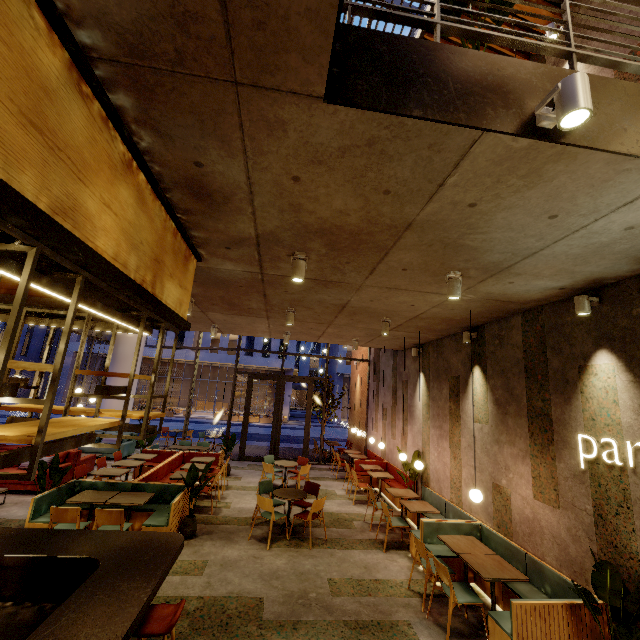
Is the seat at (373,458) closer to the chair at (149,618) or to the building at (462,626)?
the building at (462,626)

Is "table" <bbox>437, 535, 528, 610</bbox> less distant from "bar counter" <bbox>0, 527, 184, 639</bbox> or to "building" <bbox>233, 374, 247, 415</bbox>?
"bar counter" <bbox>0, 527, 184, 639</bbox>

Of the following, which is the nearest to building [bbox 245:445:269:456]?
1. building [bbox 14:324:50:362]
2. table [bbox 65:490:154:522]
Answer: table [bbox 65:490:154:522]

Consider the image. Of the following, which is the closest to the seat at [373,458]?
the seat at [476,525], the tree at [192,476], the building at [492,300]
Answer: the building at [492,300]

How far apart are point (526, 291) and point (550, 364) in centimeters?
128cm

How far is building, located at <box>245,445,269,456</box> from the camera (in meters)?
14.70

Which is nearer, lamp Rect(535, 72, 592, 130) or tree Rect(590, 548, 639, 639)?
lamp Rect(535, 72, 592, 130)

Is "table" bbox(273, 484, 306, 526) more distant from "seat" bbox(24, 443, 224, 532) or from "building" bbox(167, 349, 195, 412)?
"building" bbox(167, 349, 195, 412)
